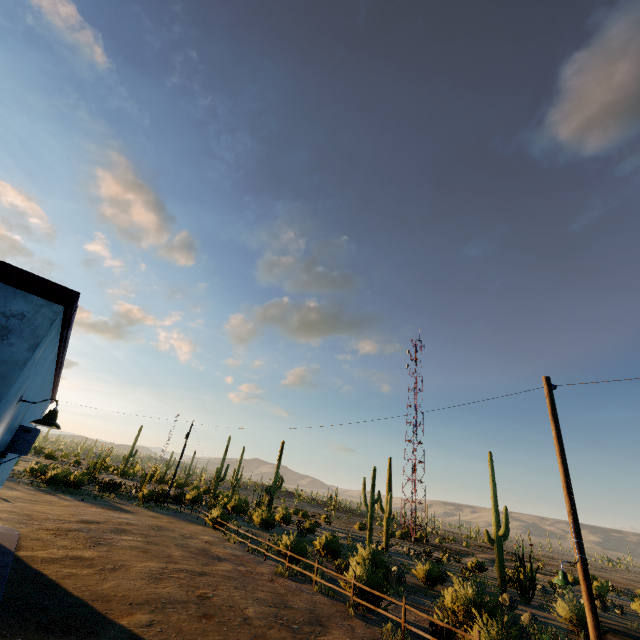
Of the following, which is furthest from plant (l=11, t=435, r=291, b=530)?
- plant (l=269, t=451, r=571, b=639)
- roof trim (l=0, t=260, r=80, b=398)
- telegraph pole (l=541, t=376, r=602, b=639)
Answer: telegraph pole (l=541, t=376, r=602, b=639)

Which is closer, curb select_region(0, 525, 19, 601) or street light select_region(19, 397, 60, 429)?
street light select_region(19, 397, 60, 429)

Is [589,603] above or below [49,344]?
below

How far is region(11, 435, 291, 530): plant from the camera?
29.2 meters

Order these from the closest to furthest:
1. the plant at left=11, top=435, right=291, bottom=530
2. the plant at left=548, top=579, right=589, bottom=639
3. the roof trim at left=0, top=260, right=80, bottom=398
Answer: the roof trim at left=0, top=260, right=80, bottom=398 → the plant at left=548, top=579, right=589, bottom=639 → the plant at left=11, top=435, right=291, bottom=530

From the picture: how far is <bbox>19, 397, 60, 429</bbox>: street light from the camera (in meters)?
5.21

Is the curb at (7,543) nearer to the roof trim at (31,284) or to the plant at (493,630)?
the roof trim at (31,284)

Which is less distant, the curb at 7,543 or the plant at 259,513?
the curb at 7,543
